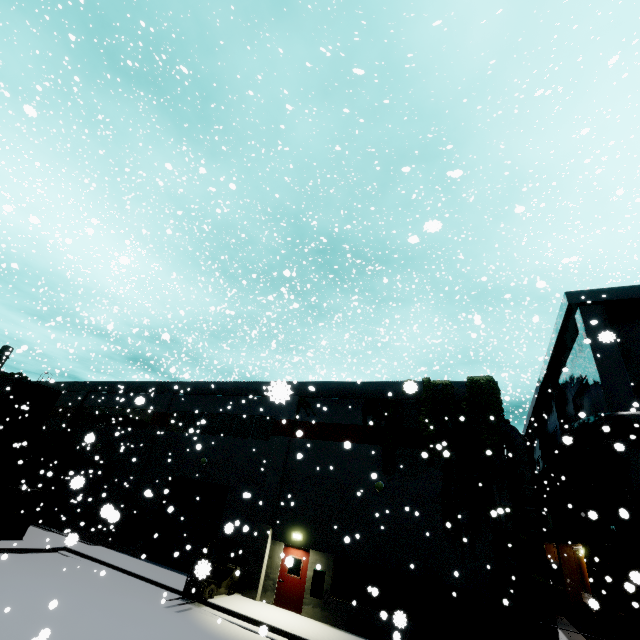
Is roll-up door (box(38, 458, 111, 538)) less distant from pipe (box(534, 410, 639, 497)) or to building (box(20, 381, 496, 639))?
building (box(20, 381, 496, 639))

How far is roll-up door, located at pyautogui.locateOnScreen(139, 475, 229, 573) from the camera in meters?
18.0

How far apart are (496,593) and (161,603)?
11.7m

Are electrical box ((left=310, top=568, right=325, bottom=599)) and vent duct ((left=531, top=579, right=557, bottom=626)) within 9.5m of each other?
yes

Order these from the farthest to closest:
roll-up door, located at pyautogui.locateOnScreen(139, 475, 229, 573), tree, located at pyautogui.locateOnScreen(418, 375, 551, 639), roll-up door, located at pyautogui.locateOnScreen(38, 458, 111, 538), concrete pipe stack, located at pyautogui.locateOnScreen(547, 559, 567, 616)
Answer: concrete pipe stack, located at pyautogui.locateOnScreen(547, 559, 567, 616) < roll-up door, located at pyautogui.locateOnScreen(38, 458, 111, 538) < roll-up door, located at pyautogui.locateOnScreen(139, 475, 229, 573) < tree, located at pyautogui.locateOnScreen(418, 375, 551, 639)

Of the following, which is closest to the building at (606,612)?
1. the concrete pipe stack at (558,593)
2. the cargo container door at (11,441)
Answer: the cargo container door at (11,441)

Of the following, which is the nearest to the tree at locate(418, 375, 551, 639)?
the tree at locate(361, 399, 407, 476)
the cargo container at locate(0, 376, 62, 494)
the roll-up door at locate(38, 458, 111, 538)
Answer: the tree at locate(361, 399, 407, 476)

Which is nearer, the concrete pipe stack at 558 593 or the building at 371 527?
the building at 371 527
